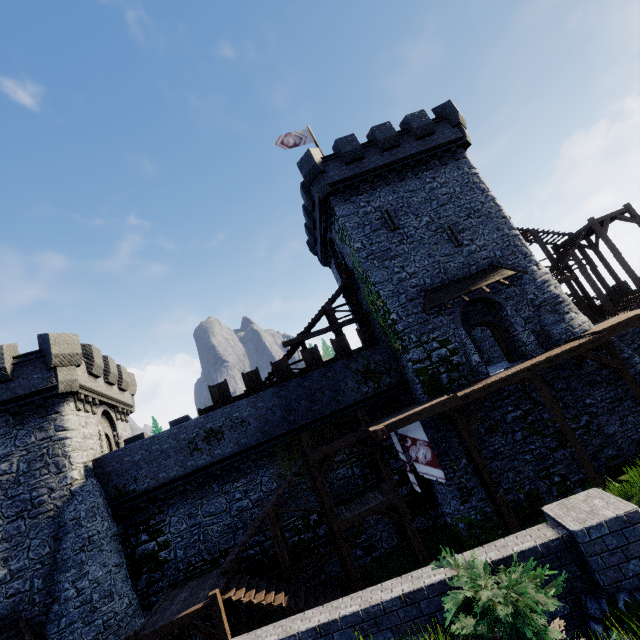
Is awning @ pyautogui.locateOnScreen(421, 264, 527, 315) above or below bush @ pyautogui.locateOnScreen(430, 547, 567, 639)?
above

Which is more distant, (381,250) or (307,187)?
(307,187)

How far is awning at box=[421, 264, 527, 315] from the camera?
17.8 meters

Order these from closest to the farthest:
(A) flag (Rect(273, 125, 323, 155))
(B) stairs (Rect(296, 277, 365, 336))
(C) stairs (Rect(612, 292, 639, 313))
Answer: (C) stairs (Rect(612, 292, 639, 313)) → (B) stairs (Rect(296, 277, 365, 336)) → (A) flag (Rect(273, 125, 323, 155))

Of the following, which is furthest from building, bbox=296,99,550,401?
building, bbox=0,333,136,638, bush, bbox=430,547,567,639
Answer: building, bbox=0,333,136,638

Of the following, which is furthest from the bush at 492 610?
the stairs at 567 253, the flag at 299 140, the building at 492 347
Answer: the flag at 299 140

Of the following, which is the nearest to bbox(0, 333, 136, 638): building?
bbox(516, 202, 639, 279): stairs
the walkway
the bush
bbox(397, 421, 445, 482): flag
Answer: the walkway

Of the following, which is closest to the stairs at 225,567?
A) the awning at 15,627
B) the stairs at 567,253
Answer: the awning at 15,627
